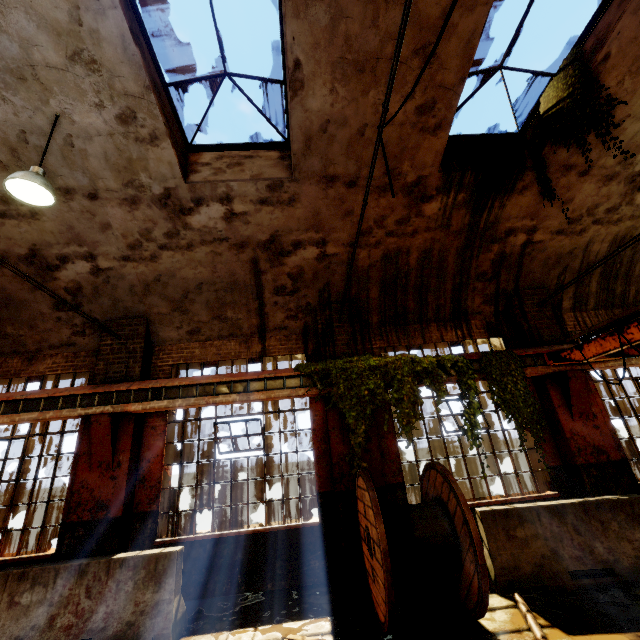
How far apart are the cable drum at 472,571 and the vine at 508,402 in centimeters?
217cm

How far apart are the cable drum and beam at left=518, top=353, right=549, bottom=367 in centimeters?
334cm

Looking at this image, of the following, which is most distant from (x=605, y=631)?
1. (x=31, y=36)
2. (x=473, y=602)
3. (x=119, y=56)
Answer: (x=31, y=36)

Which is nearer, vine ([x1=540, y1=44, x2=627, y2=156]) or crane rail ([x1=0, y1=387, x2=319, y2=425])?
vine ([x1=540, y1=44, x2=627, y2=156])

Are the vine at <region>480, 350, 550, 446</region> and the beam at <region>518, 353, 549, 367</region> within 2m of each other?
yes

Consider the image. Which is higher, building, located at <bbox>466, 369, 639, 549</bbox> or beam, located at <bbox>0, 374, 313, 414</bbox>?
beam, located at <bbox>0, 374, 313, 414</bbox>

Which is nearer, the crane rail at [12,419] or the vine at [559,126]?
the vine at [559,126]

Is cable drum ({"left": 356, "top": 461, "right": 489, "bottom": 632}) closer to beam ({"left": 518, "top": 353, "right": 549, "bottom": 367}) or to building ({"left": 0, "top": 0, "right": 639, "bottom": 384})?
building ({"left": 0, "top": 0, "right": 639, "bottom": 384})
